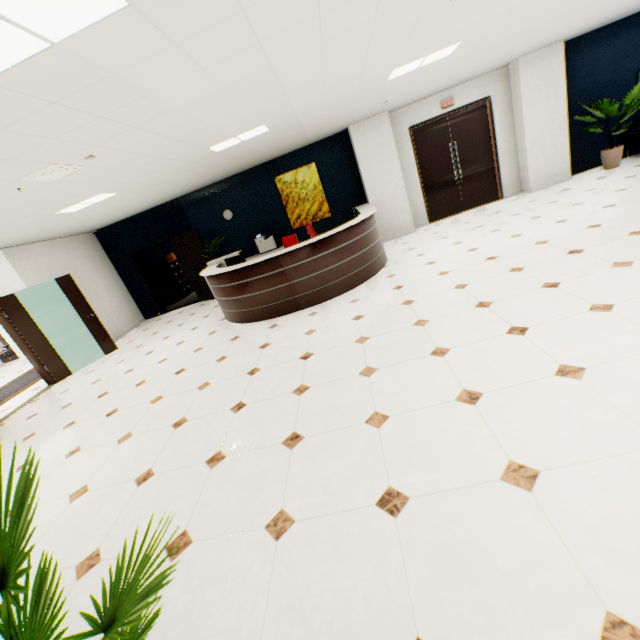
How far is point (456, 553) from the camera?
1.6m

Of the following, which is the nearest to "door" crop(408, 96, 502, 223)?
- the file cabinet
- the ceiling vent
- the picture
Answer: the picture

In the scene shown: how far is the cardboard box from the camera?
11.5m

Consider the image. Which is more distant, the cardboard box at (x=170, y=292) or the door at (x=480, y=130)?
the cardboard box at (x=170, y=292)

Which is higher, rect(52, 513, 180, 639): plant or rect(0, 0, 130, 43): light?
rect(0, 0, 130, 43): light

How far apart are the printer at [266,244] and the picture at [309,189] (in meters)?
0.57

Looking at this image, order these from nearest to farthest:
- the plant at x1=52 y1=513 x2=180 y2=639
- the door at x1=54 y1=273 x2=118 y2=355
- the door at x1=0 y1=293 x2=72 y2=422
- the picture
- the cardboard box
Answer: the plant at x1=52 y1=513 x2=180 y2=639 → the door at x1=0 y1=293 x2=72 y2=422 → the door at x1=54 y1=273 x2=118 y2=355 → the picture → the cardboard box

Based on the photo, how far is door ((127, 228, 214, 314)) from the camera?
8.9m
